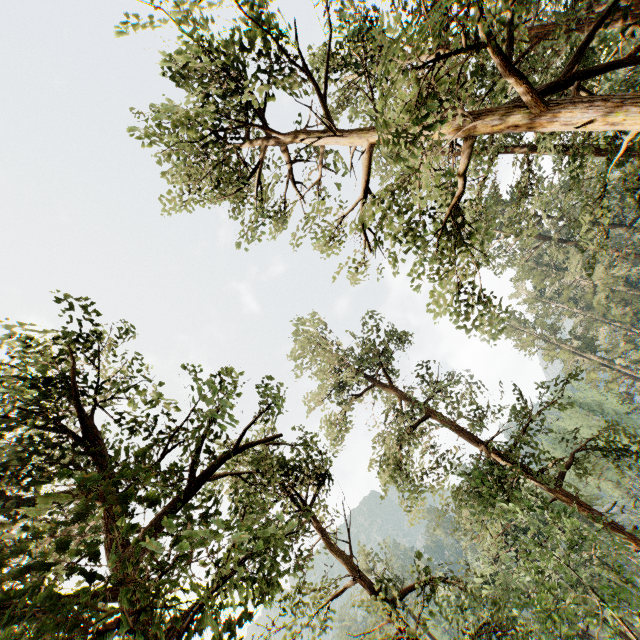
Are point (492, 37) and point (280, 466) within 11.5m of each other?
no
